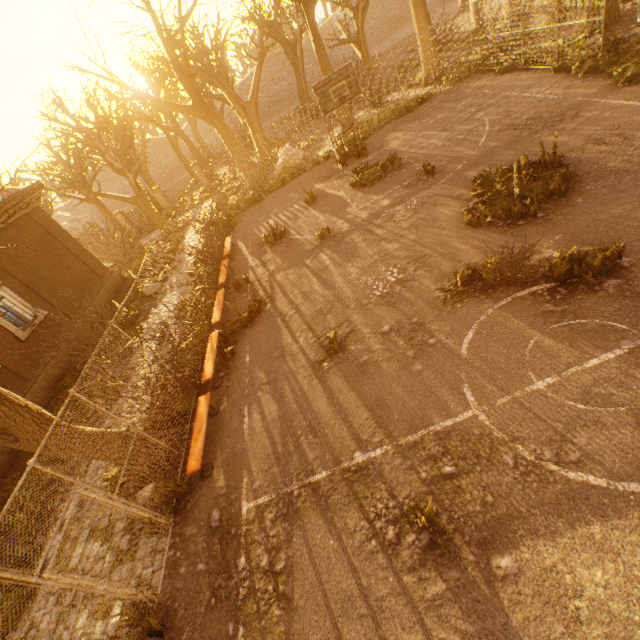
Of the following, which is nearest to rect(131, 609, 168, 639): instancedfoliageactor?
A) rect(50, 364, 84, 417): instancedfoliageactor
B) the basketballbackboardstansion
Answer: rect(50, 364, 84, 417): instancedfoliageactor

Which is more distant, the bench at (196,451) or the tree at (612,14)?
the tree at (612,14)

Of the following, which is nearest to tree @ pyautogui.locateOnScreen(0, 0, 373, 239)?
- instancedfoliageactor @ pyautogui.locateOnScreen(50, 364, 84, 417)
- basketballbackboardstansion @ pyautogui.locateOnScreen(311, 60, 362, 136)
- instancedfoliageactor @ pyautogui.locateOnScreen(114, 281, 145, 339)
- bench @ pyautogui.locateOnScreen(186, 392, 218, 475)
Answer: bench @ pyautogui.locateOnScreen(186, 392, 218, 475)

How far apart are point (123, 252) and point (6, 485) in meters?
17.2 m

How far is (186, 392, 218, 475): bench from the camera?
6.65m

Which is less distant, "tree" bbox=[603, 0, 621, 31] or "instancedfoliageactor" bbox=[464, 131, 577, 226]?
"instancedfoliageactor" bbox=[464, 131, 577, 226]

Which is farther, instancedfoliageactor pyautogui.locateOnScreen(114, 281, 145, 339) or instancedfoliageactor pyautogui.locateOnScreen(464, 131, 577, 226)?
instancedfoliageactor pyautogui.locateOnScreen(114, 281, 145, 339)

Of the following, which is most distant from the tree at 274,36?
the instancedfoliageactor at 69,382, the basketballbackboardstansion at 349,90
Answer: the basketballbackboardstansion at 349,90
